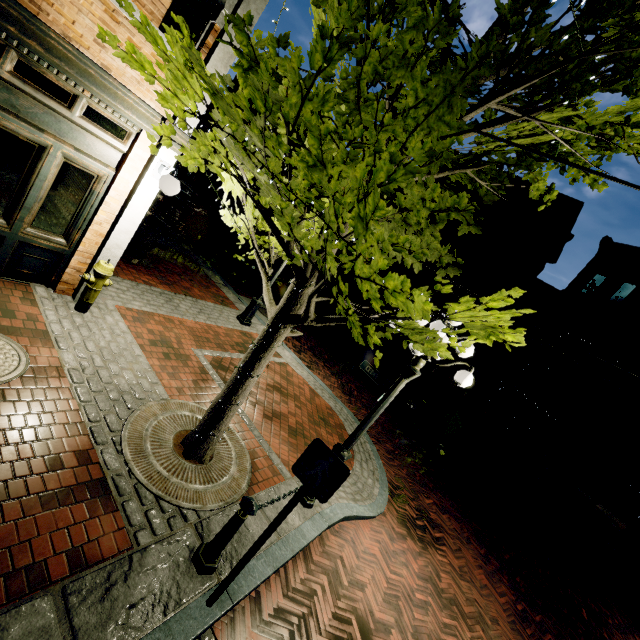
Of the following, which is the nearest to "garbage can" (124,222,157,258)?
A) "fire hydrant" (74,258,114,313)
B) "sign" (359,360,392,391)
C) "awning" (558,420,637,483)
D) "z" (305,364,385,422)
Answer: "fire hydrant" (74,258,114,313)

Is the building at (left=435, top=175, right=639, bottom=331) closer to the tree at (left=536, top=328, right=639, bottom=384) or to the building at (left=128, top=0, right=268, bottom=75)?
the tree at (left=536, top=328, right=639, bottom=384)

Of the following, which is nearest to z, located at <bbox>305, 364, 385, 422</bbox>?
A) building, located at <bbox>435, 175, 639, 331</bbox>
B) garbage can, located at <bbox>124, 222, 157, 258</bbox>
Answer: building, located at <bbox>435, 175, 639, 331</bbox>

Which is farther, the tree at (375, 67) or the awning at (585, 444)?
the awning at (585, 444)

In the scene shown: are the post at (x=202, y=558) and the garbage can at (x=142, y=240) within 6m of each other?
no

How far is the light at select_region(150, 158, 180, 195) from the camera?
4.84m

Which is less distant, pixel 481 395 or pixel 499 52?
pixel 499 52

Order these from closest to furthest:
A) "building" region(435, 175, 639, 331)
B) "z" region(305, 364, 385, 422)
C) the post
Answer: the post, "z" region(305, 364, 385, 422), "building" region(435, 175, 639, 331)
